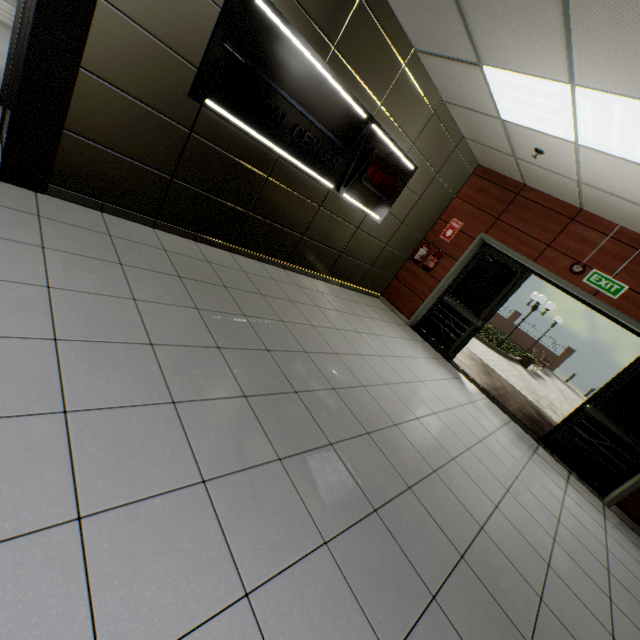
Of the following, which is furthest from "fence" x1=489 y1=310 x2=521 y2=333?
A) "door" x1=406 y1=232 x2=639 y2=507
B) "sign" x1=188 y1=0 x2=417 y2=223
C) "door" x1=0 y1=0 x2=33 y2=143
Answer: "door" x1=0 y1=0 x2=33 y2=143

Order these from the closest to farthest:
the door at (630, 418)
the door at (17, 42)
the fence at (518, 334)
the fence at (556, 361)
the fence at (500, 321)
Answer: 1. the door at (17, 42)
2. the door at (630, 418)
3. the fence at (556, 361)
4. the fence at (518, 334)
5. the fence at (500, 321)

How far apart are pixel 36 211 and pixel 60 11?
1.4m

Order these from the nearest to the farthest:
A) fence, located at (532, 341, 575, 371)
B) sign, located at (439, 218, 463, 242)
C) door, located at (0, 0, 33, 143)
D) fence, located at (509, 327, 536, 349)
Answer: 1. door, located at (0, 0, 33, 143)
2. sign, located at (439, 218, 463, 242)
3. fence, located at (532, 341, 575, 371)
4. fence, located at (509, 327, 536, 349)

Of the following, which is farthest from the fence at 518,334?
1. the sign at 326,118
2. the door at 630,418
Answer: the sign at 326,118

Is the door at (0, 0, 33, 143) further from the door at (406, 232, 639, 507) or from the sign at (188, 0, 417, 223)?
the door at (406, 232, 639, 507)

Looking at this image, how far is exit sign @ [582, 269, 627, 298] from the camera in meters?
4.7 m

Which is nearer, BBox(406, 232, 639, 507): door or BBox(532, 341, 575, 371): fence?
BBox(406, 232, 639, 507): door
